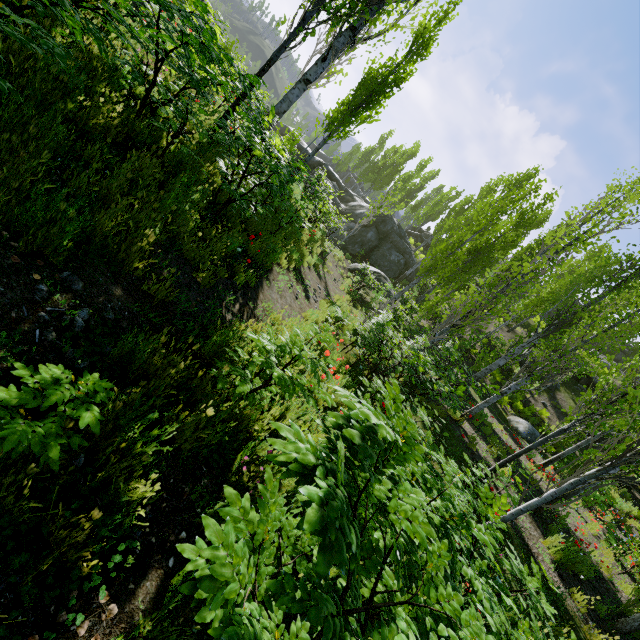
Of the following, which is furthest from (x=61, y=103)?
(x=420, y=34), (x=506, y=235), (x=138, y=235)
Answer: (x=506, y=235)

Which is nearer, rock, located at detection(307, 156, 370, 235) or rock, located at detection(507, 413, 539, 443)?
rock, located at detection(507, 413, 539, 443)

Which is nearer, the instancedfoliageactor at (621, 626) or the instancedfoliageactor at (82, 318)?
the instancedfoliageactor at (82, 318)

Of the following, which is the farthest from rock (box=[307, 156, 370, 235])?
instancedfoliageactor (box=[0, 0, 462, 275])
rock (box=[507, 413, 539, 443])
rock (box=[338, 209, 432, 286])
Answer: rock (box=[338, 209, 432, 286])

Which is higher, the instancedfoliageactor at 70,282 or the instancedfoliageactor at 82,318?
the instancedfoliageactor at 70,282

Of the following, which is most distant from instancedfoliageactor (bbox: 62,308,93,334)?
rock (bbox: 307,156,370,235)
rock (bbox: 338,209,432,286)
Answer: rock (bbox: 338,209,432,286)

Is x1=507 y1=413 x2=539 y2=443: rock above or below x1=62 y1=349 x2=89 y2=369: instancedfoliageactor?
above
